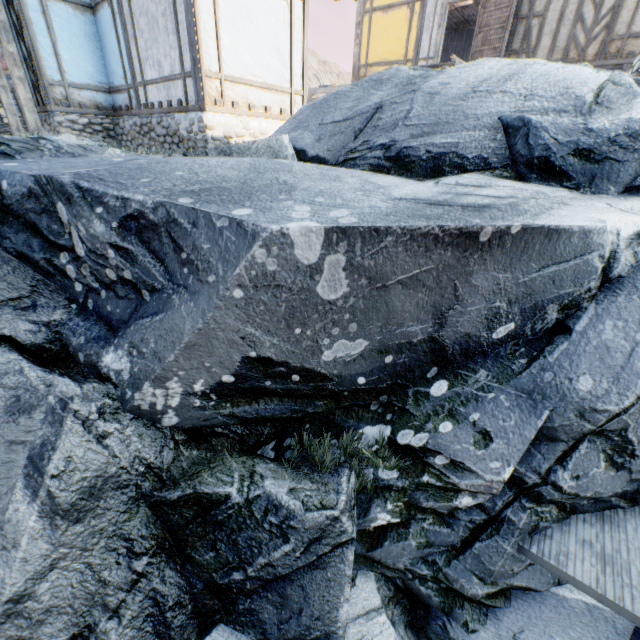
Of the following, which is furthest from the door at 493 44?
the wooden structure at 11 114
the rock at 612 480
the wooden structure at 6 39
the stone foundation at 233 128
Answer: the wooden structure at 11 114

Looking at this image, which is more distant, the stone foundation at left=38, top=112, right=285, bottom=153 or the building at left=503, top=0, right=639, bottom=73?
the building at left=503, top=0, right=639, bottom=73

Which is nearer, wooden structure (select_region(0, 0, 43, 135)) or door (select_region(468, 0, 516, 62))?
wooden structure (select_region(0, 0, 43, 135))

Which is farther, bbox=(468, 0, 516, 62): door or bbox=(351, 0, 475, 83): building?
bbox=(351, 0, 475, 83): building

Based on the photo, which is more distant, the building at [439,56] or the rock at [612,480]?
the building at [439,56]

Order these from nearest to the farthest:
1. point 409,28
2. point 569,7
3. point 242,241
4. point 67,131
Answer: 1. point 242,241
2. point 67,131
3. point 569,7
4. point 409,28

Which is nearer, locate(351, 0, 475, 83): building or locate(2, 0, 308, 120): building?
locate(2, 0, 308, 120): building

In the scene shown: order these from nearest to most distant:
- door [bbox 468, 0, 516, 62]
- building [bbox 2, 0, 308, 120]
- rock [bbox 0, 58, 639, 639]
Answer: rock [bbox 0, 58, 639, 639], building [bbox 2, 0, 308, 120], door [bbox 468, 0, 516, 62]
